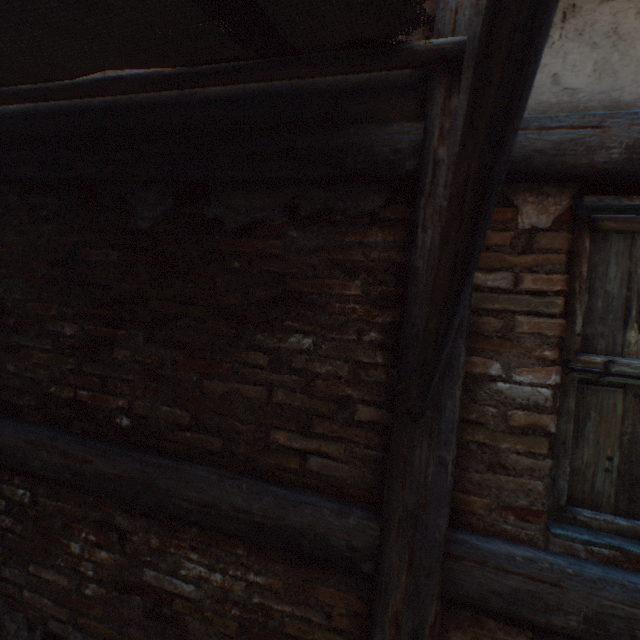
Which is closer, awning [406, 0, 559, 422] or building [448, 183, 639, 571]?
awning [406, 0, 559, 422]

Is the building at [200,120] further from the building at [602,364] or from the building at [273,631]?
the building at [273,631]

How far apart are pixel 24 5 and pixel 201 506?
1.9 meters

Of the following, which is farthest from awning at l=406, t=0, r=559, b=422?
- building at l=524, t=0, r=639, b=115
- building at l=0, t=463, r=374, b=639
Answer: building at l=0, t=463, r=374, b=639

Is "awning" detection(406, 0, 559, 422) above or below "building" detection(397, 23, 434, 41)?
below

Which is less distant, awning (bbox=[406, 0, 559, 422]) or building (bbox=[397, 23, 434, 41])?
awning (bbox=[406, 0, 559, 422])

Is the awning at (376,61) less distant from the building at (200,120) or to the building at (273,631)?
the building at (200,120)
